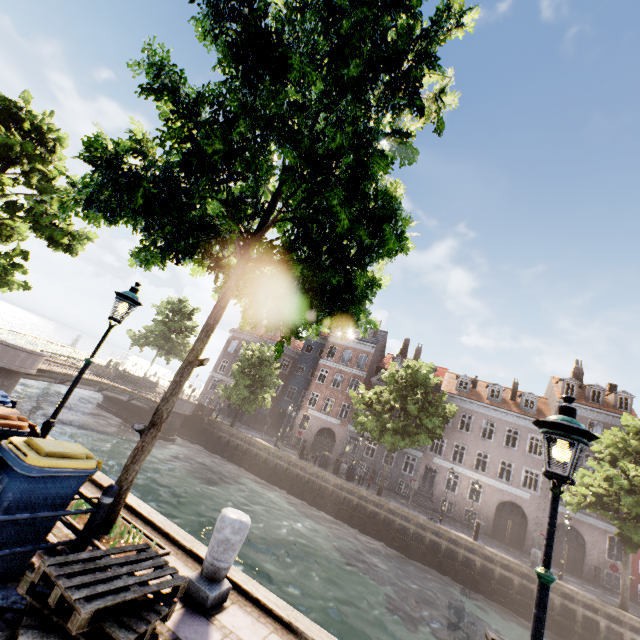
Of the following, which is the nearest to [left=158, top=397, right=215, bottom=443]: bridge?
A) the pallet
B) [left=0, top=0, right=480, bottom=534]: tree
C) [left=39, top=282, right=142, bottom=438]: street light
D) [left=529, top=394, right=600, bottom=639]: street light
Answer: [left=0, top=0, right=480, bottom=534]: tree

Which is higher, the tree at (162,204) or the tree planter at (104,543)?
the tree at (162,204)

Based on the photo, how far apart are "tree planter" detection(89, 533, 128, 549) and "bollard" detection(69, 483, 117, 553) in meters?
0.5 m

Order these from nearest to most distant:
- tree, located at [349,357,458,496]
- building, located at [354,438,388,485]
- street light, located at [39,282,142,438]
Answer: street light, located at [39,282,142,438]
tree, located at [349,357,458,496]
building, located at [354,438,388,485]

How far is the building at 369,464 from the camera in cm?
3214

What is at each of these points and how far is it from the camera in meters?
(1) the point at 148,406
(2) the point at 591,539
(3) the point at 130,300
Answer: (1) bridge, 25.4 m
(2) building, 25.4 m
(3) street light, 6.0 m

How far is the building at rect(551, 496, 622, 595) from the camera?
24.7m

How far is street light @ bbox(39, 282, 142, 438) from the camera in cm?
540
